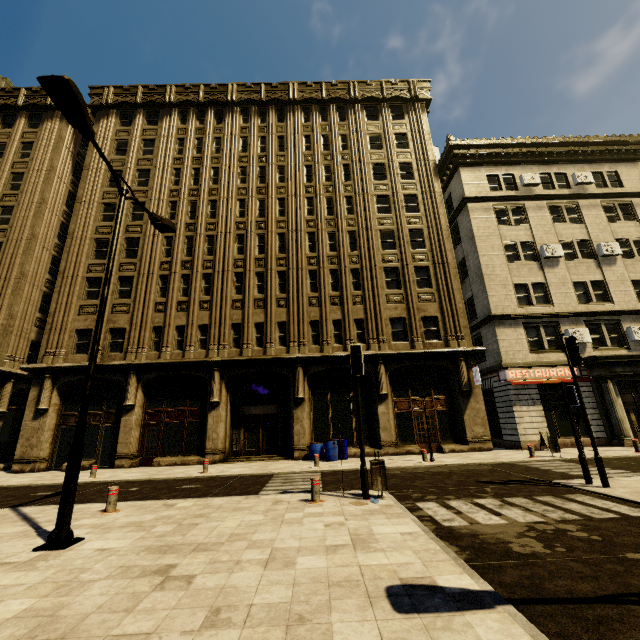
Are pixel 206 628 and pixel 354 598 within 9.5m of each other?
yes

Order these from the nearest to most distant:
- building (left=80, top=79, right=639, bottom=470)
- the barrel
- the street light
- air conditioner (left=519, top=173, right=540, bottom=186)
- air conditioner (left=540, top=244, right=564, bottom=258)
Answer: the street light → the barrel → building (left=80, top=79, right=639, bottom=470) → air conditioner (left=540, top=244, right=564, bottom=258) → air conditioner (left=519, top=173, right=540, bottom=186)

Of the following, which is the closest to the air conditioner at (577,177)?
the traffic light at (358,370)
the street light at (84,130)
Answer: the traffic light at (358,370)

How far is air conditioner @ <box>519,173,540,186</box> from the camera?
23.5m

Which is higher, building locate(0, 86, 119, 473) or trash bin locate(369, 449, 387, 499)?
building locate(0, 86, 119, 473)

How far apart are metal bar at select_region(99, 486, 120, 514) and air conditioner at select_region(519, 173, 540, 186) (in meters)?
29.02

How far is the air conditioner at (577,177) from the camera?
23.61m

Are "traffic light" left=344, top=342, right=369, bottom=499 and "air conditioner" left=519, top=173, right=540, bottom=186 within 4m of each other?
no
